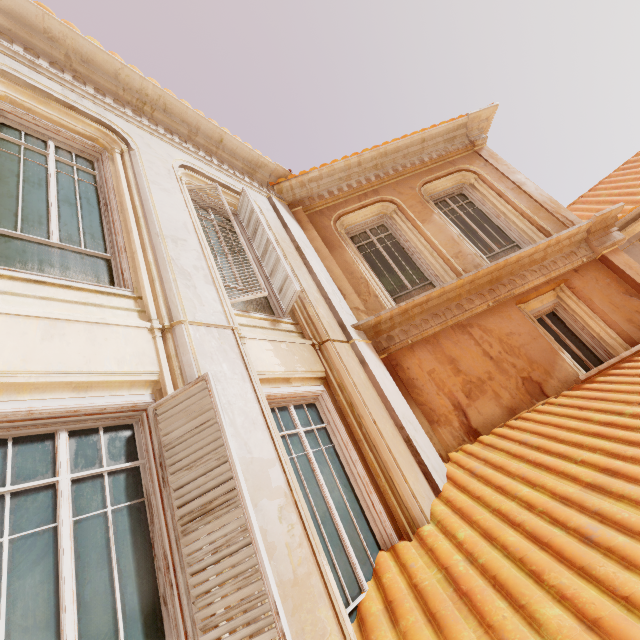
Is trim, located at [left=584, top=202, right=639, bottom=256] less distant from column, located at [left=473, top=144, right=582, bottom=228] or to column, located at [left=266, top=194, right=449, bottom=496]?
column, located at [left=473, top=144, right=582, bottom=228]

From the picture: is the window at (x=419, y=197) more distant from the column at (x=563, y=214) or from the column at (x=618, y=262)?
the column at (x=618, y=262)

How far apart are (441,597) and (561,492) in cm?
156

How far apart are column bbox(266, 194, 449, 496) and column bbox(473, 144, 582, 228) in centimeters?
460cm

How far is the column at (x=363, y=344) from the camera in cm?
431

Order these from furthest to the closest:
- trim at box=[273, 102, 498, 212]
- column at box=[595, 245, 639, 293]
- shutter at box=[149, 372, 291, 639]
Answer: trim at box=[273, 102, 498, 212], column at box=[595, 245, 639, 293], shutter at box=[149, 372, 291, 639]

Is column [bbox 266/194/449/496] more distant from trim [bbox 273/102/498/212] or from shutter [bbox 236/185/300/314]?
shutter [bbox 236/185/300/314]

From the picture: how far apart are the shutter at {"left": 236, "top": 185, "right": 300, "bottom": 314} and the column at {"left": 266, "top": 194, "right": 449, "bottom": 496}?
0.69m
